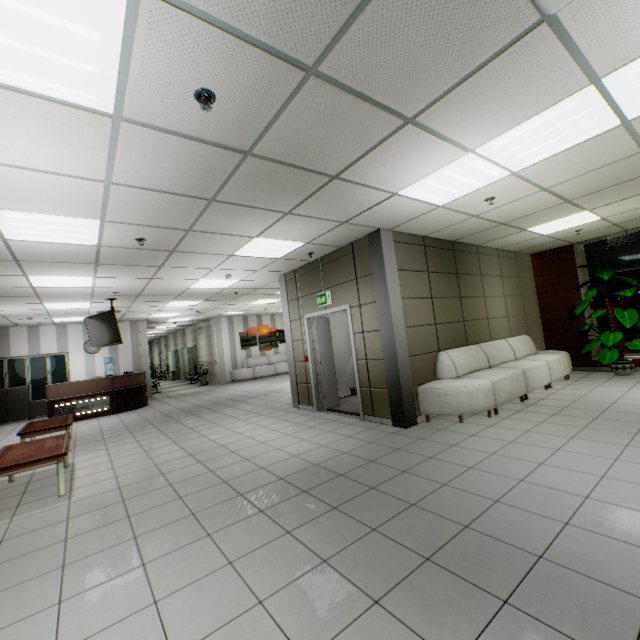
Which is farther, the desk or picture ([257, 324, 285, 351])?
picture ([257, 324, 285, 351])

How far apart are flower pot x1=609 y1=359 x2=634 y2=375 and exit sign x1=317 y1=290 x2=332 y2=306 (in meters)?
6.50

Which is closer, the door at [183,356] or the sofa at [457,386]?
the sofa at [457,386]

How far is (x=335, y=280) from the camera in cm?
635

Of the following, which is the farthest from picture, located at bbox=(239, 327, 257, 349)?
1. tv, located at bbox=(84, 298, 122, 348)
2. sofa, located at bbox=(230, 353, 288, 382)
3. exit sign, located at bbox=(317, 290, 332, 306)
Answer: exit sign, located at bbox=(317, 290, 332, 306)

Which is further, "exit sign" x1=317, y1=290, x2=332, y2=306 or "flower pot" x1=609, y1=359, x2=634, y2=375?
"flower pot" x1=609, y1=359, x2=634, y2=375

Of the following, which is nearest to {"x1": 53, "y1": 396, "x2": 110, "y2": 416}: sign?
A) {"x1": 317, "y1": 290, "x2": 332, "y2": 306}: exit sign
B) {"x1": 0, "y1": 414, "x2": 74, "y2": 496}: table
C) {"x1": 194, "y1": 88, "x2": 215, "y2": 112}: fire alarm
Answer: {"x1": 0, "y1": 414, "x2": 74, "y2": 496}: table

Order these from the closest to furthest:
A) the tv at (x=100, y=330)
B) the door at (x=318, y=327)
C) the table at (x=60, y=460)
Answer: the table at (x=60, y=460) < the door at (x=318, y=327) < the tv at (x=100, y=330)
